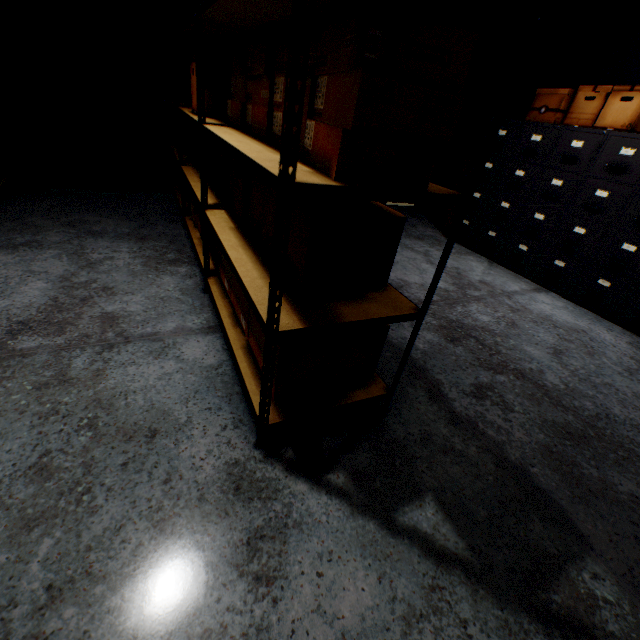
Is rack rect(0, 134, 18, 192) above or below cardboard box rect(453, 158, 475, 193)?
below

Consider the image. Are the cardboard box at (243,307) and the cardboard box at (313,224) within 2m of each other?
yes

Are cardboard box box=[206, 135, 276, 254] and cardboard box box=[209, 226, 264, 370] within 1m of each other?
yes

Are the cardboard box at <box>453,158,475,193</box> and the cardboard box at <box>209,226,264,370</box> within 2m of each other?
no

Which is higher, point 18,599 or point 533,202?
point 533,202

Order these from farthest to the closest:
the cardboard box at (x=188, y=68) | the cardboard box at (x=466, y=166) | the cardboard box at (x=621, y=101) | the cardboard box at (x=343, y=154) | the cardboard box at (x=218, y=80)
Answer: the cardboard box at (x=466, y=166)
the cardboard box at (x=621, y=101)
the cardboard box at (x=188, y=68)
the cardboard box at (x=218, y=80)
the cardboard box at (x=343, y=154)

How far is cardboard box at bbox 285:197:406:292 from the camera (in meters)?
1.07

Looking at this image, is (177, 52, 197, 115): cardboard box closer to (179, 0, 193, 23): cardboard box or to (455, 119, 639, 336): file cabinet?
(179, 0, 193, 23): cardboard box
